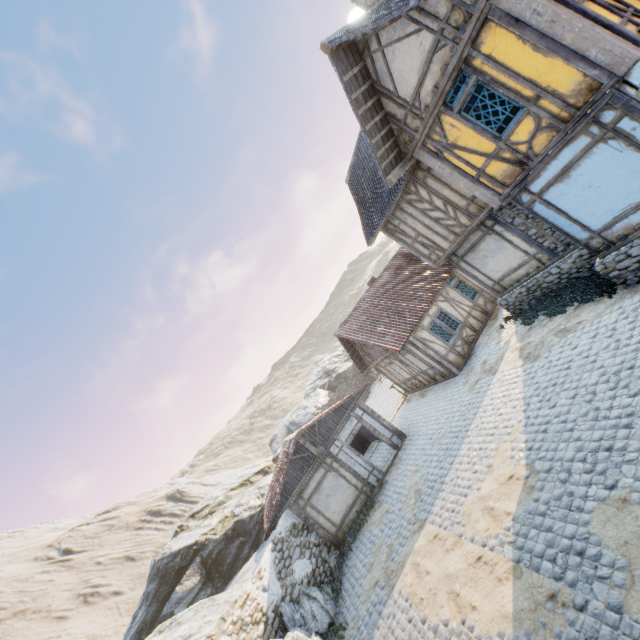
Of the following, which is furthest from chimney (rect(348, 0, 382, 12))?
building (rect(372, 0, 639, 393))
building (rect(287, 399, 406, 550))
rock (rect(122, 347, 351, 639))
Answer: rock (rect(122, 347, 351, 639))

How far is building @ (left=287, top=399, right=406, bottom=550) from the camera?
14.1 meters

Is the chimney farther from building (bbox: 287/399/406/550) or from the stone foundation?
building (bbox: 287/399/406/550)

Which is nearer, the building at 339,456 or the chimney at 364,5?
the chimney at 364,5

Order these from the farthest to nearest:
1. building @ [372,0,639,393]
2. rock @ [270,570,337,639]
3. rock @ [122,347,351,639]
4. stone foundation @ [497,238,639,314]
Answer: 1. rock @ [122,347,351,639]
2. rock @ [270,570,337,639]
3. stone foundation @ [497,238,639,314]
4. building @ [372,0,639,393]

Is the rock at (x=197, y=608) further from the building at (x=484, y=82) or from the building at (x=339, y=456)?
the building at (x=484, y=82)

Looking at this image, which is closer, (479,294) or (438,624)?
(438,624)

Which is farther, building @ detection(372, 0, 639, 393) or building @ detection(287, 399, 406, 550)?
building @ detection(287, 399, 406, 550)
